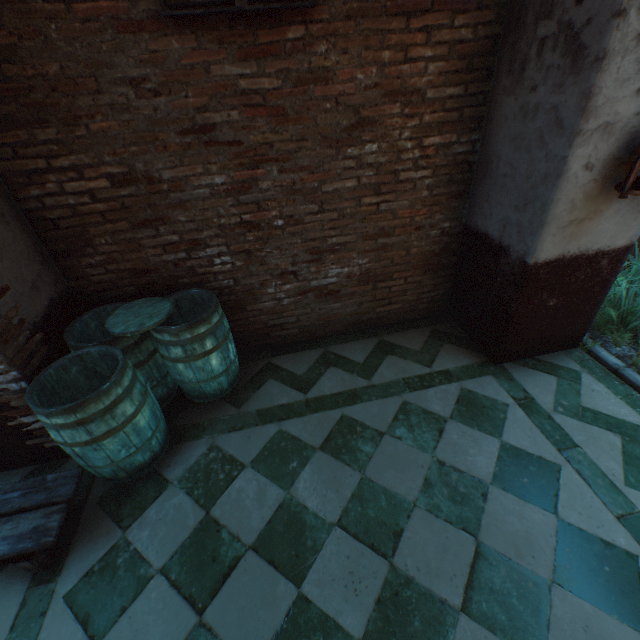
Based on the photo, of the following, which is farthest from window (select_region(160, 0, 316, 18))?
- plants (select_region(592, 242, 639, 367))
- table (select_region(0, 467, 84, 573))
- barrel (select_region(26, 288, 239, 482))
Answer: plants (select_region(592, 242, 639, 367))

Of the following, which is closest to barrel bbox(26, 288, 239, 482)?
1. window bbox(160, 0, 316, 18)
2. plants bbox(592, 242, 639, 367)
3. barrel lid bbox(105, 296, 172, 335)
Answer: barrel lid bbox(105, 296, 172, 335)

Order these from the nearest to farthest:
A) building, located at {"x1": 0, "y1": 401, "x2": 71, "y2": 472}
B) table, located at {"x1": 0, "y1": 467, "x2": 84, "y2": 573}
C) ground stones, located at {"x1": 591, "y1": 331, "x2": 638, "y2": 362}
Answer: table, located at {"x1": 0, "y1": 467, "x2": 84, "y2": 573} → building, located at {"x1": 0, "y1": 401, "x2": 71, "y2": 472} → ground stones, located at {"x1": 591, "y1": 331, "x2": 638, "y2": 362}

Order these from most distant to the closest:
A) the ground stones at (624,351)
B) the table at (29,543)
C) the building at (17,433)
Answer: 1. the ground stones at (624,351)
2. the building at (17,433)
3. the table at (29,543)

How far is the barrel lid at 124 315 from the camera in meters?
2.7

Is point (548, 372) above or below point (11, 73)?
below

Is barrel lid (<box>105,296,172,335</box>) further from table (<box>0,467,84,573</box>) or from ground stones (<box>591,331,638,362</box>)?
ground stones (<box>591,331,638,362</box>)

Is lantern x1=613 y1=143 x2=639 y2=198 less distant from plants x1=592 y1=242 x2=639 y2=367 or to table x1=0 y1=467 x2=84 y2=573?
plants x1=592 y1=242 x2=639 y2=367
